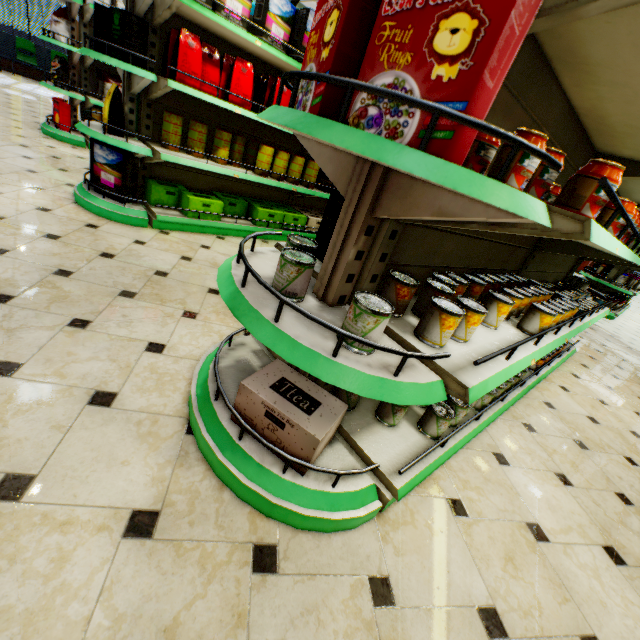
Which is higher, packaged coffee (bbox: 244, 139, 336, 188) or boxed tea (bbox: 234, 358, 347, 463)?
packaged coffee (bbox: 244, 139, 336, 188)

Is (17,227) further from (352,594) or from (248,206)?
(352,594)

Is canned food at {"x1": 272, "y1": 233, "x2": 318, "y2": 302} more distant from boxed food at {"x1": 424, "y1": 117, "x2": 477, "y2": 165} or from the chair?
the chair

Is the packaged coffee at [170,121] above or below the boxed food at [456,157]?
below

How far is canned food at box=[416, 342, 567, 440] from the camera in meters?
1.7 m

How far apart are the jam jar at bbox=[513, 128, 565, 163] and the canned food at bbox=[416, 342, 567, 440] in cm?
114

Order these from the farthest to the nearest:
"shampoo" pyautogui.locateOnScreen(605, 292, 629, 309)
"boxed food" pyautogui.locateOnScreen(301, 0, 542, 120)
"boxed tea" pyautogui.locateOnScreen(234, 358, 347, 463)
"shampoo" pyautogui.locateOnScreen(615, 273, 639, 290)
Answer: "shampoo" pyautogui.locateOnScreen(605, 292, 629, 309), "shampoo" pyautogui.locateOnScreen(615, 273, 639, 290), "boxed tea" pyautogui.locateOnScreen(234, 358, 347, 463), "boxed food" pyautogui.locateOnScreen(301, 0, 542, 120)

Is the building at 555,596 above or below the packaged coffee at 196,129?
below
